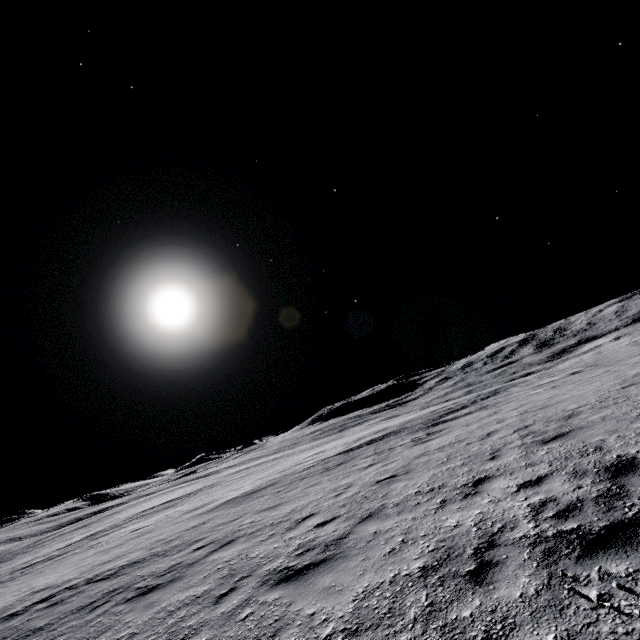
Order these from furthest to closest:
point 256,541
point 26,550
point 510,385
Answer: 1. point 26,550
2. point 510,385
3. point 256,541
